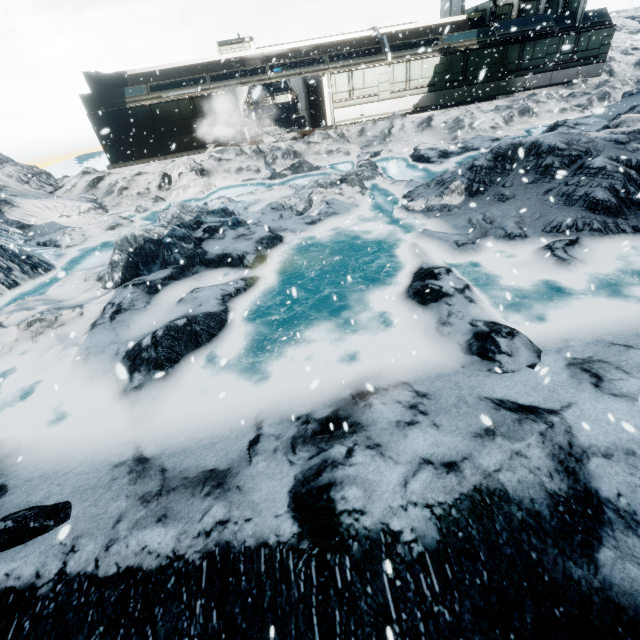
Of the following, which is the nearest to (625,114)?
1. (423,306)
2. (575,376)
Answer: (423,306)
